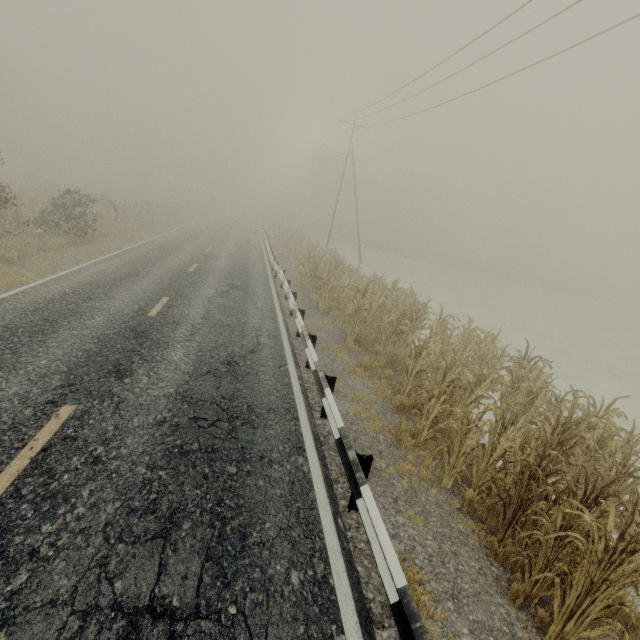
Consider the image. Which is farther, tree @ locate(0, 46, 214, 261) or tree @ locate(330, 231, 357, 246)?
tree @ locate(330, 231, 357, 246)

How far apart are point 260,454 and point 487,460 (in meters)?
3.42

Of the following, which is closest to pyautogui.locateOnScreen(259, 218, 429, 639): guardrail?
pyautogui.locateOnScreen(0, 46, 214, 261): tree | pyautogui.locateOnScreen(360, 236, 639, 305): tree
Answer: pyautogui.locateOnScreen(0, 46, 214, 261): tree

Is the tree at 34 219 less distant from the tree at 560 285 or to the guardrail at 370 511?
the guardrail at 370 511

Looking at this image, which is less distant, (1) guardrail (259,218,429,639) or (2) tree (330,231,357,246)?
(1) guardrail (259,218,429,639)

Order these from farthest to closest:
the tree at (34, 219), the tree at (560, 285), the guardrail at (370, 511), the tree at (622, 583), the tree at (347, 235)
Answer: the tree at (347, 235), the tree at (560, 285), the tree at (34, 219), the tree at (622, 583), the guardrail at (370, 511)

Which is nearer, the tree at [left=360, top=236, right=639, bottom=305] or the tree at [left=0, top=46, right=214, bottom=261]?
the tree at [left=0, top=46, right=214, bottom=261]

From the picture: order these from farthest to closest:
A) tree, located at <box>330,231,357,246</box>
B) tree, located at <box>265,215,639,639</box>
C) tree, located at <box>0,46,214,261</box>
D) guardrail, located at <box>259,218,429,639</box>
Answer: tree, located at <box>330,231,357,246</box>
tree, located at <box>0,46,214,261</box>
tree, located at <box>265,215,639,639</box>
guardrail, located at <box>259,218,429,639</box>
